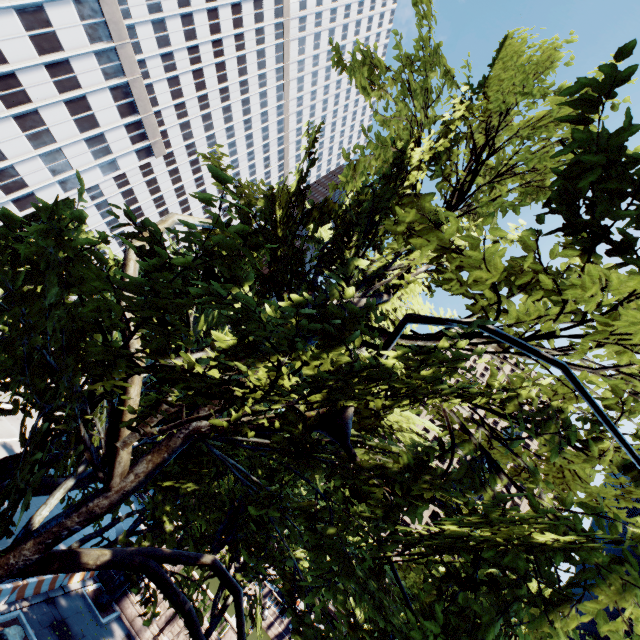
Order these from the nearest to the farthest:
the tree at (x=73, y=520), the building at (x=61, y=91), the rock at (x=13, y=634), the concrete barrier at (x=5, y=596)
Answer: the tree at (x=73, y=520) → the rock at (x=13, y=634) → the concrete barrier at (x=5, y=596) → the building at (x=61, y=91)

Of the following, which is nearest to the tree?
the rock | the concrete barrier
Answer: the concrete barrier

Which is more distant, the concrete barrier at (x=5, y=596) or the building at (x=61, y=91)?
the building at (x=61, y=91)

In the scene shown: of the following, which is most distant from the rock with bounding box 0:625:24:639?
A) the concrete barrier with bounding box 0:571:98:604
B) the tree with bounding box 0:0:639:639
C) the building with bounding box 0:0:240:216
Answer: the building with bounding box 0:0:240:216

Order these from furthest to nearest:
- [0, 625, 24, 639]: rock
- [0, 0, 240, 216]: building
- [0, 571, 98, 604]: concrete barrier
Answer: [0, 0, 240, 216]: building, [0, 571, 98, 604]: concrete barrier, [0, 625, 24, 639]: rock

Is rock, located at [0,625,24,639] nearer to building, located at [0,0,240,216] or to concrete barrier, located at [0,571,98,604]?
concrete barrier, located at [0,571,98,604]

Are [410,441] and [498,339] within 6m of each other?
yes

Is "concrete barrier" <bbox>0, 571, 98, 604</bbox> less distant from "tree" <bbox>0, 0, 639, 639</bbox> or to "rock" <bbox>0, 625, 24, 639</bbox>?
"rock" <bbox>0, 625, 24, 639</bbox>
